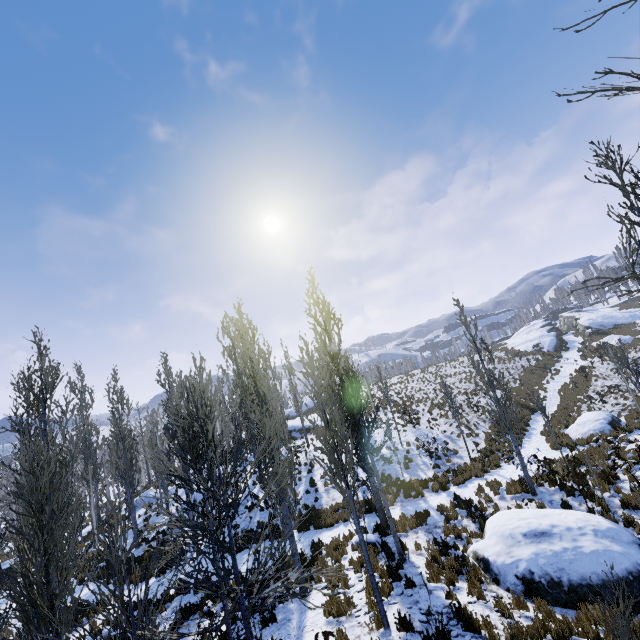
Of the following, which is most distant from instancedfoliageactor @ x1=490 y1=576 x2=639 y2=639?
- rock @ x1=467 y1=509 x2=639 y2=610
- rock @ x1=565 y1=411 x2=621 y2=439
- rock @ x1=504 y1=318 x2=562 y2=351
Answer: rock @ x1=504 y1=318 x2=562 y2=351

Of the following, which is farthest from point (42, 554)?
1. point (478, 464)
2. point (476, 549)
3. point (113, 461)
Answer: point (113, 461)

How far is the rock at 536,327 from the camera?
42.5 meters

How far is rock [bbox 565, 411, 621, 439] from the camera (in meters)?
16.42

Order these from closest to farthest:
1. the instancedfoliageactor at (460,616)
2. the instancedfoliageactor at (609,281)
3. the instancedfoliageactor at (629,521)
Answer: the instancedfoliageactor at (609,281) < the instancedfoliageactor at (460,616) < the instancedfoliageactor at (629,521)

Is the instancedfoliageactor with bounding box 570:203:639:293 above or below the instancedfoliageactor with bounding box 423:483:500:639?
above

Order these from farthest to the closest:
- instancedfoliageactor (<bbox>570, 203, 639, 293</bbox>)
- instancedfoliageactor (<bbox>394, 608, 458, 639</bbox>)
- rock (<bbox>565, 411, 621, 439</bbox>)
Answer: rock (<bbox>565, 411, 621, 439</bbox>) < instancedfoliageactor (<bbox>394, 608, 458, 639</bbox>) < instancedfoliageactor (<bbox>570, 203, 639, 293</bbox>)

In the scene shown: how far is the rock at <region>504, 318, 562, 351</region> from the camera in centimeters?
4251cm
